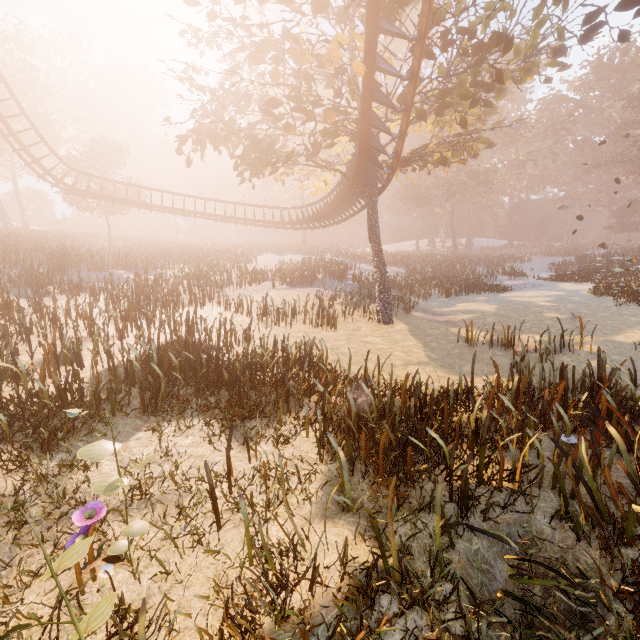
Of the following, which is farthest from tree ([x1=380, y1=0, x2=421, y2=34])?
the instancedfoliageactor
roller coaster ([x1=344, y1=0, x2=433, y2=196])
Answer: the instancedfoliageactor

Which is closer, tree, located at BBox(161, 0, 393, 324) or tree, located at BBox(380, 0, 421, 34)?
tree, located at BBox(380, 0, 421, 34)

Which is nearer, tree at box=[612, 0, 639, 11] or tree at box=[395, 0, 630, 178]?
tree at box=[395, 0, 630, 178]

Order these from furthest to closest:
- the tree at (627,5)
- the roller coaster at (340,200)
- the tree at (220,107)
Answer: the roller coaster at (340,200), the tree at (627,5), the tree at (220,107)

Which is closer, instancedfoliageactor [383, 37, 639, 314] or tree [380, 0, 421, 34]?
tree [380, 0, 421, 34]

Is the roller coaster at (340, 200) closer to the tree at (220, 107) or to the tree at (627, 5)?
the tree at (220, 107)

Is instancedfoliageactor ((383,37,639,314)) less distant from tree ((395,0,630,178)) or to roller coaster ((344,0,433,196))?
tree ((395,0,630,178))

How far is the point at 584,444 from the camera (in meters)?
4.45
